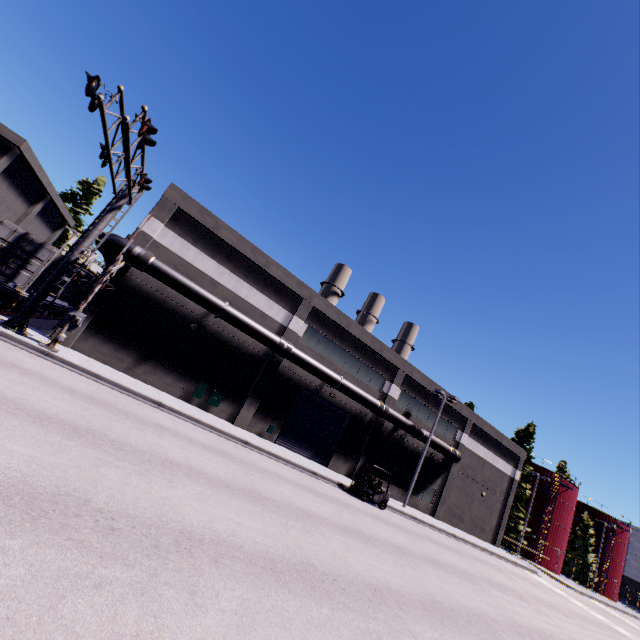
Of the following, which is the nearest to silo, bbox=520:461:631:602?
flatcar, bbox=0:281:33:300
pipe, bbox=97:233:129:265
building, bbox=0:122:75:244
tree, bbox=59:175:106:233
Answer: building, bbox=0:122:75:244

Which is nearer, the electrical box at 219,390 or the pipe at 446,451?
the electrical box at 219,390

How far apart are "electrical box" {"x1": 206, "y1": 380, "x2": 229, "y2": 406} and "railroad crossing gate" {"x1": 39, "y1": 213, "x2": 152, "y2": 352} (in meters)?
7.27

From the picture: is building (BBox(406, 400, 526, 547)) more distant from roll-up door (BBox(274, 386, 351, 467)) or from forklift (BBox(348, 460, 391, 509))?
forklift (BBox(348, 460, 391, 509))

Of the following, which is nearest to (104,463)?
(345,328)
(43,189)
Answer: (345,328)

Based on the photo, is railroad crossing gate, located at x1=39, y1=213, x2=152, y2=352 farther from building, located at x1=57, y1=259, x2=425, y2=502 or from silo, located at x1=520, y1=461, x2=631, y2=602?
silo, located at x1=520, y1=461, x2=631, y2=602

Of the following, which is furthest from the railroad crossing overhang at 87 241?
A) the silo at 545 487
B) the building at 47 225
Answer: the silo at 545 487

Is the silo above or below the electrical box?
above
